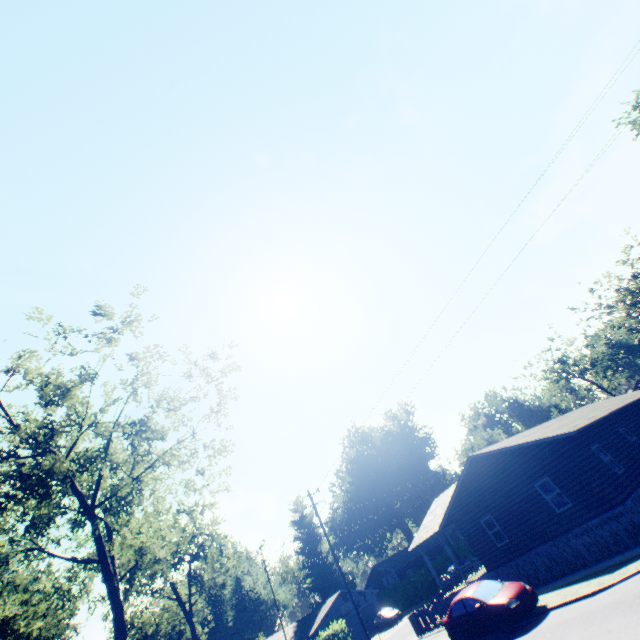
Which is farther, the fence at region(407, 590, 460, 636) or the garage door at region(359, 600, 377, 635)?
the garage door at region(359, 600, 377, 635)

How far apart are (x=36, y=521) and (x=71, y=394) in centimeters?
880cm

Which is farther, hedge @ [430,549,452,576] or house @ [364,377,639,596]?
hedge @ [430,549,452,576]

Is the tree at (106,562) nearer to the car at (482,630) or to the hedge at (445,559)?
the car at (482,630)

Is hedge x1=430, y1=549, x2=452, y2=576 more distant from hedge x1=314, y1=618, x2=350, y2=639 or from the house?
the house

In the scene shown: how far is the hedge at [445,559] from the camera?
42.16m

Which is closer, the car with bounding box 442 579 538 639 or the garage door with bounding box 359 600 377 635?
the car with bounding box 442 579 538 639

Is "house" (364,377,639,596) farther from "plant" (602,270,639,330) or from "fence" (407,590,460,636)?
"plant" (602,270,639,330)
